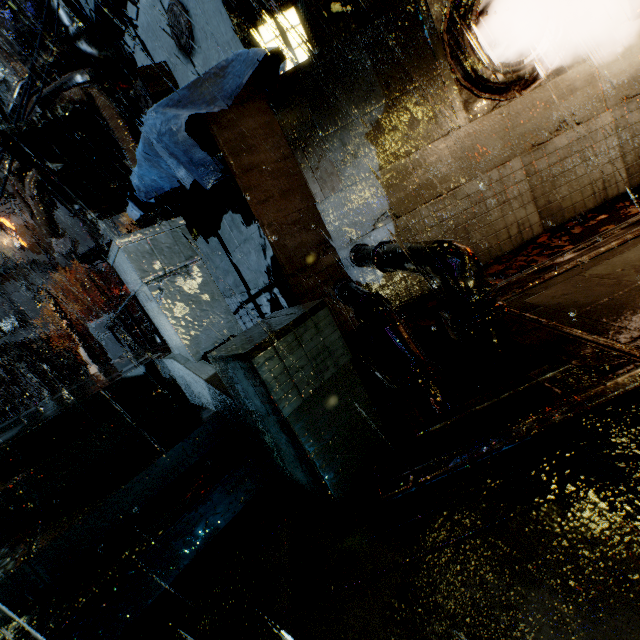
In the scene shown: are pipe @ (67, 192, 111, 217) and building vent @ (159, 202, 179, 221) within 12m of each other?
yes

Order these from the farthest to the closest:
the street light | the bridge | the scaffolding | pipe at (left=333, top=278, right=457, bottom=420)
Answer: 1. the street light
2. the scaffolding
3. pipe at (left=333, top=278, right=457, bottom=420)
4. the bridge

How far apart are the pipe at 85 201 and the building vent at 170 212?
6.1 meters

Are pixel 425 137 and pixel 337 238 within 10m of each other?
yes

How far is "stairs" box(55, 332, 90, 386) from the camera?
41.75m

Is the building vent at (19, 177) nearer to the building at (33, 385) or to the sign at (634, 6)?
the building at (33, 385)

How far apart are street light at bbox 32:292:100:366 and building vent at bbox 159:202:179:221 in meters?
17.8

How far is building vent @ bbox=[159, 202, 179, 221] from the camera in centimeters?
979cm
